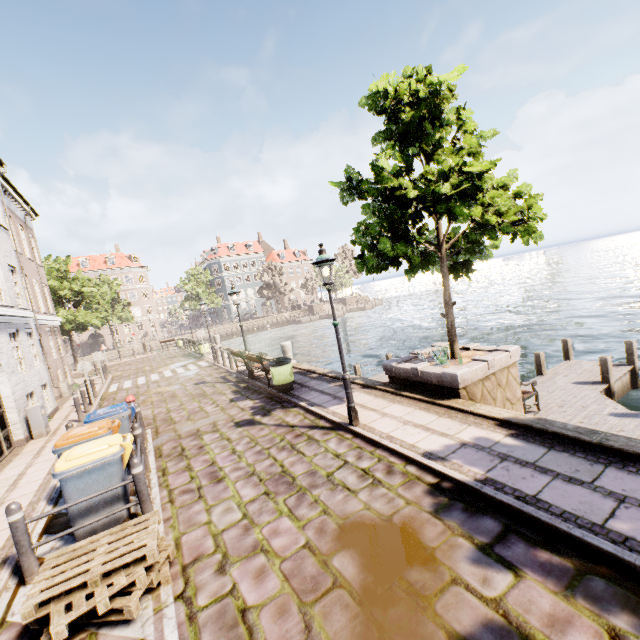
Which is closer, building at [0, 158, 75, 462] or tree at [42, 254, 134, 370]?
building at [0, 158, 75, 462]

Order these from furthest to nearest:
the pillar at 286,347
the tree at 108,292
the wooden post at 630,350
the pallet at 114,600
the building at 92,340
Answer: the building at 92,340, the tree at 108,292, the pillar at 286,347, the wooden post at 630,350, the pallet at 114,600

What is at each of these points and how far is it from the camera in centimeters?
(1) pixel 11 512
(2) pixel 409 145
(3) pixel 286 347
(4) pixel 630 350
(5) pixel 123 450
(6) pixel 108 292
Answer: (1) bollard, 409cm
(2) tree, 780cm
(3) pillar, 1370cm
(4) wooden post, 1098cm
(5) trash bin, 500cm
(6) tree, 3023cm

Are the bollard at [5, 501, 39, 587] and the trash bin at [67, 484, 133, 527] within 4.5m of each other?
yes

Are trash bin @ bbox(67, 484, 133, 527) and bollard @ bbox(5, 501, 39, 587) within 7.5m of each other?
yes

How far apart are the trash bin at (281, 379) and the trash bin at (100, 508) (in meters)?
4.93

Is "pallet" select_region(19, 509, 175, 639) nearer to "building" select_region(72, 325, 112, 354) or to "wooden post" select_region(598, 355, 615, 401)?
"building" select_region(72, 325, 112, 354)

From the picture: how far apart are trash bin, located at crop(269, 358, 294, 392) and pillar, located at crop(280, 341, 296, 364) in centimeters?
288cm
